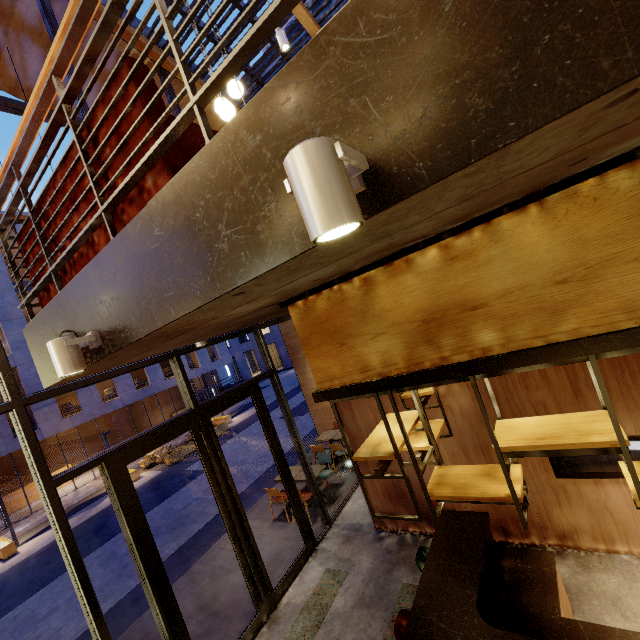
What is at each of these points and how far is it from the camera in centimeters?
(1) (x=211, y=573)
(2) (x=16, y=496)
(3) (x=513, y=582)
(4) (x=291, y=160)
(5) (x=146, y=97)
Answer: (1) building, 684cm
(2) reception podium, 1869cm
(3) bar counter, 360cm
(4) lamp, 85cm
(5) couch, 176cm

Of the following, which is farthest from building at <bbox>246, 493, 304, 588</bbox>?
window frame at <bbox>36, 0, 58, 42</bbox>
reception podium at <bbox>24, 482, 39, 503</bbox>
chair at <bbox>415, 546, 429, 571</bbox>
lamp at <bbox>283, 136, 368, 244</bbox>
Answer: reception podium at <bbox>24, 482, 39, 503</bbox>

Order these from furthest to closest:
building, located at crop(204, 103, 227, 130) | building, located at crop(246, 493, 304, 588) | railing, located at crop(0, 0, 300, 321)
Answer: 1. building, located at crop(204, 103, 227, 130)
2. building, located at crop(246, 493, 304, 588)
3. railing, located at crop(0, 0, 300, 321)

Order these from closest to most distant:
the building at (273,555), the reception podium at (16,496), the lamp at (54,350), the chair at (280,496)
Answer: the lamp at (54,350) → the building at (273,555) → the chair at (280,496) → the reception podium at (16,496)

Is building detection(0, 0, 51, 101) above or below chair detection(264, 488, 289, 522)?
above

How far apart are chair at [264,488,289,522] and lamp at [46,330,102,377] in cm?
665

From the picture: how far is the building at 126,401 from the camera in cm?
1708

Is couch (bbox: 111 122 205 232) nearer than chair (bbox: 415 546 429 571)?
Yes
